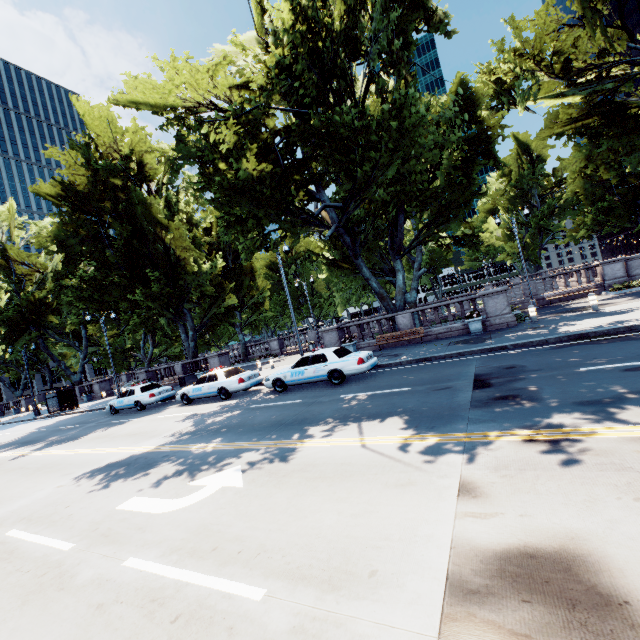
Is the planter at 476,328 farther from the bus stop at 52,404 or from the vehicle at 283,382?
the bus stop at 52,404

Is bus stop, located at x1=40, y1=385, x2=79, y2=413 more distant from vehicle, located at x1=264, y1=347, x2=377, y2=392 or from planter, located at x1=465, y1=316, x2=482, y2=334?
planter, located at x1=465, y1=316, x2=482, y2=334

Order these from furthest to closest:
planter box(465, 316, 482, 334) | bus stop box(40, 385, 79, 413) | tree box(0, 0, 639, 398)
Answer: bus stop box(40, 385, 79, 413) → planter box(465, 316, 482, 334) → tree box(0, 0, 639, 398)

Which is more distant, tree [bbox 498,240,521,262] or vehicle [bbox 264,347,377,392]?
tree [bbox 498,240,521,262]

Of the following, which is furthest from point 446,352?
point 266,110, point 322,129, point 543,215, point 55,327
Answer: point 543,215

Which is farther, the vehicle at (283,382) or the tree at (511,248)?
the tree at (511,248)

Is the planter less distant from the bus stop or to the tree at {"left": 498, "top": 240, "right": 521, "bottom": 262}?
the tree at {"left": 498, "top": 240, "right": 521, "bottom": 262}

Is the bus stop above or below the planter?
above
